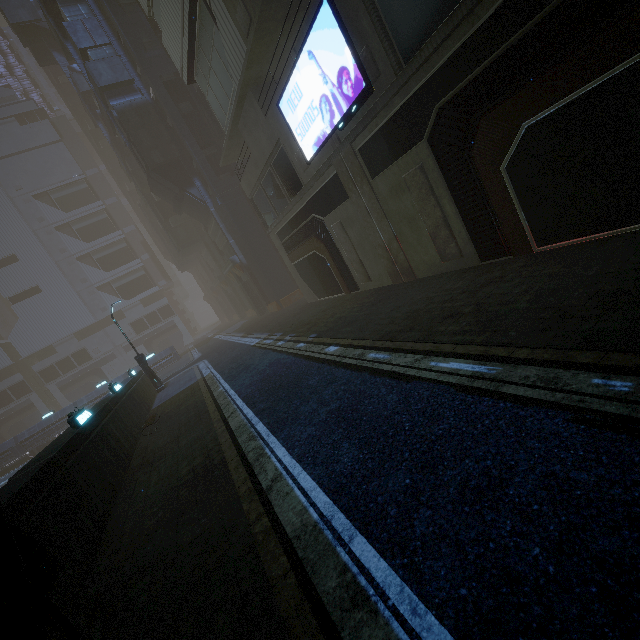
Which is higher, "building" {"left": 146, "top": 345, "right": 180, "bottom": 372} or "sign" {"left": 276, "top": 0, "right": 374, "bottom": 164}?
"sign" {"left": 276, "top": 0, "right": 374, "bottom": 164}

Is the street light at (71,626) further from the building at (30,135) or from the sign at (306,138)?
the sign at (306,138)

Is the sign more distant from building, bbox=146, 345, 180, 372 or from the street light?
the street light

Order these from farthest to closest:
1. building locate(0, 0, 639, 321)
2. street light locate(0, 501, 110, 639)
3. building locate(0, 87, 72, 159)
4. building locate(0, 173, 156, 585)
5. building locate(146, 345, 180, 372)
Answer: building locate(0, 87, 72, 159) < building locate(146, 345, 180, 372) < building locate(0, 0, 639, 321) < building locate(0, 173, 156, 585) < street light locate(0, 501, 110, 639)

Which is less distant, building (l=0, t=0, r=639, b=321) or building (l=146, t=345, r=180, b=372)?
building (l=0, t=0, r=639, b=321)

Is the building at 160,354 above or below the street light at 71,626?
above

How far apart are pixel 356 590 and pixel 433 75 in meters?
11.4
